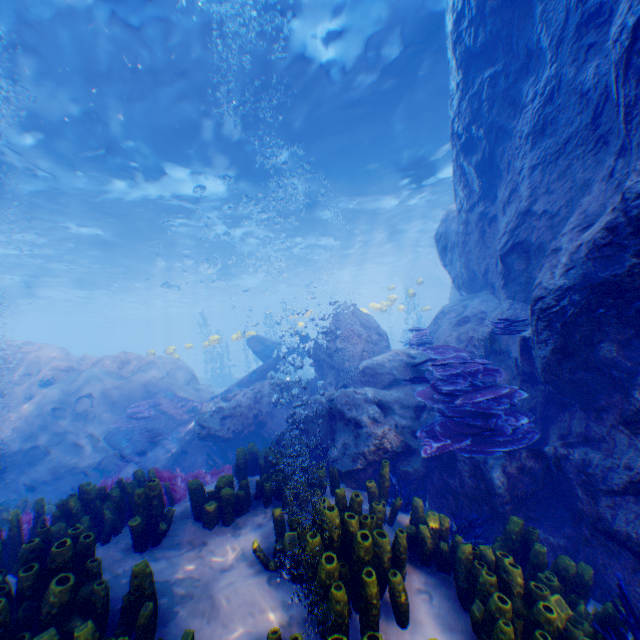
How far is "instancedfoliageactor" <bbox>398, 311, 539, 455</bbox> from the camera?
4.55m

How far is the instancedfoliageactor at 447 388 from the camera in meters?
4.5 m

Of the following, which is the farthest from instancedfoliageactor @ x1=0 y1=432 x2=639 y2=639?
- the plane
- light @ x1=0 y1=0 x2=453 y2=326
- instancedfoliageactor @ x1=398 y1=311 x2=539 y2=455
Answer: light @ x1=0 y1=0 x2=453 y2=326

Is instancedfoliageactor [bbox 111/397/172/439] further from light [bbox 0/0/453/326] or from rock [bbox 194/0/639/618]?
light [bbox 0/0/453/326]

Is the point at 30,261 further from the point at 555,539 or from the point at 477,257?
the point at 555,539

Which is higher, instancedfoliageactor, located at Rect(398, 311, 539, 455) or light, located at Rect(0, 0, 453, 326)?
light, located at Rect(0, 0, 453, 326)

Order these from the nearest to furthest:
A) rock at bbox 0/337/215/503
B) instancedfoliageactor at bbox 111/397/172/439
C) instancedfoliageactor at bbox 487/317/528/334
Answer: instancedfoliageactor at bbox 487/317/528/334 < rock at bbox 0/337/215/503 < instancedfoliageactor at bbox 111/397/172/439

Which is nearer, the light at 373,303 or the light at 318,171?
the light at 318,171
